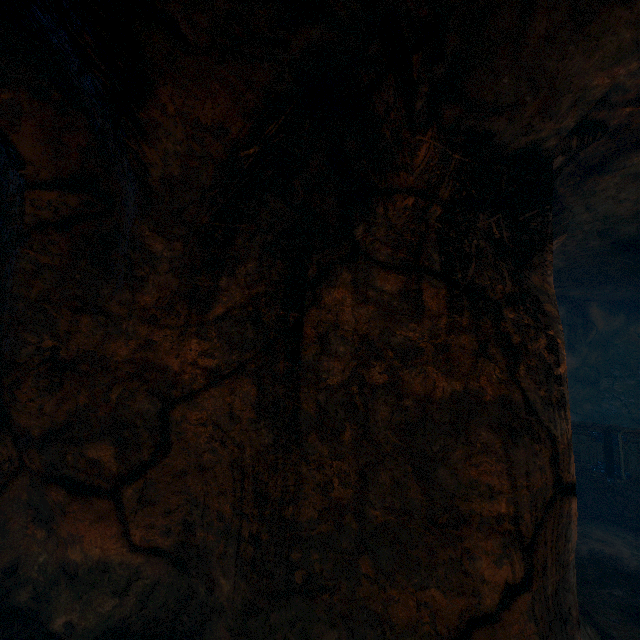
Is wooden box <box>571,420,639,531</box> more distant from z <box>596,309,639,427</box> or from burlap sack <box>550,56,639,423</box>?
z <box>596,309,639,427</box>

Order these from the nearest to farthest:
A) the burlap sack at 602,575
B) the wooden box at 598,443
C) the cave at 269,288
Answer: the cave at 269,288 < the burlap sack at 602,575 < the wooden box at 598,443

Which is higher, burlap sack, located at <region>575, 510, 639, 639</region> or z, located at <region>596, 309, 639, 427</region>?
z, located at <region>596, 309, 639, 427</region>

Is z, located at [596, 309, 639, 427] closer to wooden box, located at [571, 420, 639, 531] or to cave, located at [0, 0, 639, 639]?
wooden box, located at [571, 420, 639, 531]

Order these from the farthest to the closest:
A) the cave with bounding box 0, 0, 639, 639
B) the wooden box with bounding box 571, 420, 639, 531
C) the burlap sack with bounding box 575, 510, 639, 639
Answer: the wooden box with bounding box 571, 420, 639, 531, the burlap sack with bounding box 575, 510, 639, 639, the cave with bounding box 0, 0, 639, 639

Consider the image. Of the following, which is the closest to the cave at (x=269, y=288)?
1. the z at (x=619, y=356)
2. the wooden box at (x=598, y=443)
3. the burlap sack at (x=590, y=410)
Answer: the burlap sack at (x=590, y=410)

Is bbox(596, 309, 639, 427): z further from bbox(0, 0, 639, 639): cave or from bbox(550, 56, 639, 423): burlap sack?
bbox(0, 0, 639, 639): cave

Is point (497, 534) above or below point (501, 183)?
below
